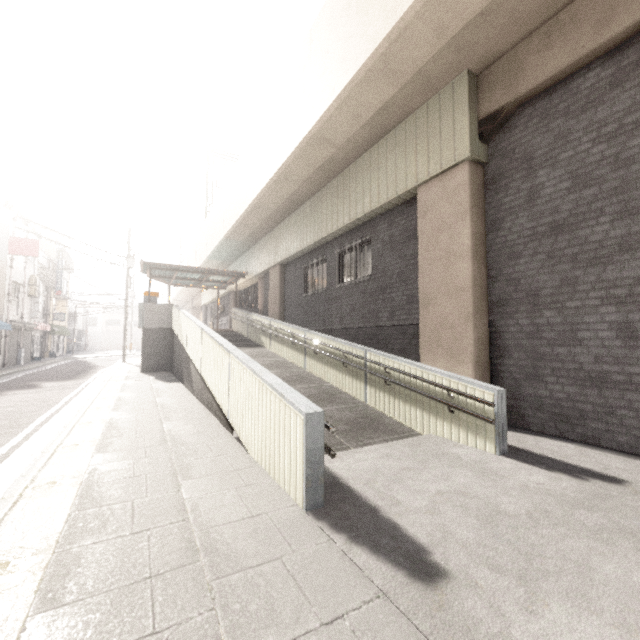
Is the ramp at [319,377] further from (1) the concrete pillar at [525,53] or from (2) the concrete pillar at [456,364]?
(1) the concrete pillar at [525,53]

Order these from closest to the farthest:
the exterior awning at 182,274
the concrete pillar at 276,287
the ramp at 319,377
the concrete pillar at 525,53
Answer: the ramp at 319,377 < the concrete pillar at 525,53 < the concrete pillar at 276,287 < the exterior awning at 182,274

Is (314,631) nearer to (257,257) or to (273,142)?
(273,142)

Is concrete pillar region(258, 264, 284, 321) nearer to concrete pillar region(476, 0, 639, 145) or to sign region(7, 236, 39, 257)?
concrete pillar region(476, 0, 639, 145)

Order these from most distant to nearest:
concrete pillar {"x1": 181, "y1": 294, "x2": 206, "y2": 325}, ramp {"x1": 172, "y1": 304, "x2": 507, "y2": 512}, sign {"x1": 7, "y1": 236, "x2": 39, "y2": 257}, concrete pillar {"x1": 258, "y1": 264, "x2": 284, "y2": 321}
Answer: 1. concrete pillar {"x1": 181, "y1": 294, "x2": 206, "y2": 325}
2. sign {"x1": 7, "y1": 236, "x2": 39, "y2": 257}
3. concrete pillar {"x1": 258, "y1": 264, "x2": 284, "y2": 321}
4. ramp {"x1": 172, "y1": 304, "x2": 507, "y2": 512}

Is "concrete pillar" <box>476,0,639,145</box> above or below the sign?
below

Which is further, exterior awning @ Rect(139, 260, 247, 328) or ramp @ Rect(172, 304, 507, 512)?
exterior awning @ Rect(139, 260, 247, 328)

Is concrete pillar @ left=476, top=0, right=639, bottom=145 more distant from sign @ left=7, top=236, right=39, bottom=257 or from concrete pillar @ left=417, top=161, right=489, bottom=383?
sign @ left=7, top=236, right=39, bottom=257
